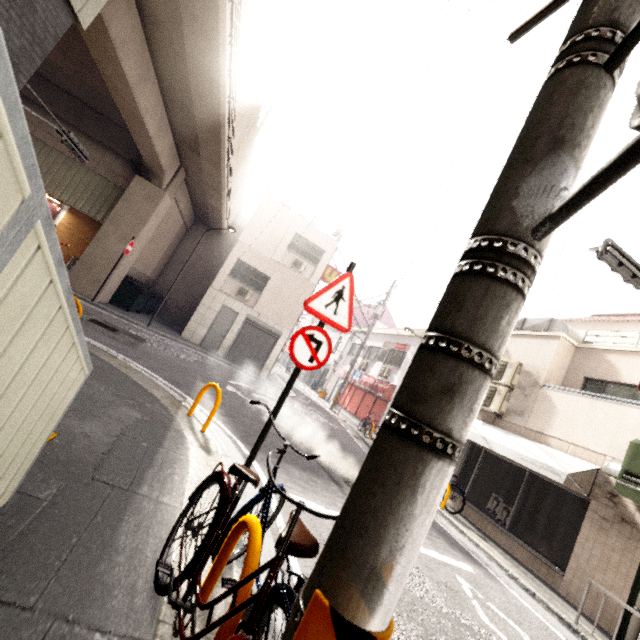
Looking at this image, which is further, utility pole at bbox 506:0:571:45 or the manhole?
the manhole

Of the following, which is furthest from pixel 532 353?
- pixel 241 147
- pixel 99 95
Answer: pixel 99 95

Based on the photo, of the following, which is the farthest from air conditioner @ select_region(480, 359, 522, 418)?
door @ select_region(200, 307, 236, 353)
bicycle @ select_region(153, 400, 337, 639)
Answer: door @ select_region(200, 307, 236, 353)

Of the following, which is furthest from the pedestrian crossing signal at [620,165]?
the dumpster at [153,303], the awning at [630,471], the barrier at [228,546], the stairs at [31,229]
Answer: the dumpster at [153,303]

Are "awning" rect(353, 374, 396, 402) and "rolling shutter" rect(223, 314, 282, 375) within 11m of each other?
yes

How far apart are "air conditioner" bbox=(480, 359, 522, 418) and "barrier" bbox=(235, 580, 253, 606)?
9.44m

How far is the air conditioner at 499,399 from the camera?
9.62m

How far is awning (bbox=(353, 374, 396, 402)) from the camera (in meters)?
17.08
